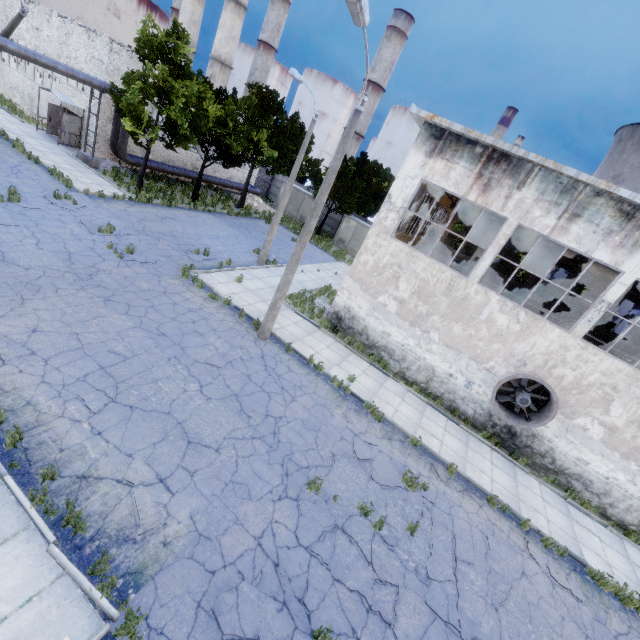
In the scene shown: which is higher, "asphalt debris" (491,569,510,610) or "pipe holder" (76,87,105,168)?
"pipe holder" (76,87,105,168)

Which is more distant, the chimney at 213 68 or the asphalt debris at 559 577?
the chimney at 213 68

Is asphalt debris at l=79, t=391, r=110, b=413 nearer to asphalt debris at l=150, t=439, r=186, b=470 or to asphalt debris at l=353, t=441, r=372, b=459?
asphalt debris at l=150, t=439, r=186, b=470

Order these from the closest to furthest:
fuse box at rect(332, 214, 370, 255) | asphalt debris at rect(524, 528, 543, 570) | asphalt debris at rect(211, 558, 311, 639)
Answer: asphalt debris at rect(211, 558, 311, 639) < asphalt debris at rect(524, 528, 543, 570) < fuse box at rect(332, 214, 370, 255)

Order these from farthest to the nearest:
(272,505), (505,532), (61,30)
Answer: (61,30) < (505,532) < (272,505)

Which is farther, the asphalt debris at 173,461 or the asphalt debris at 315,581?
the asphalt debris at 173,461

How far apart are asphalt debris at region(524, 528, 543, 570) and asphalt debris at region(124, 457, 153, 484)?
9.9m

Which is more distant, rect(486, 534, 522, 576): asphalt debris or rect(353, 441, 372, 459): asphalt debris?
rect(353, 441, 372, 459): asphalt debris
